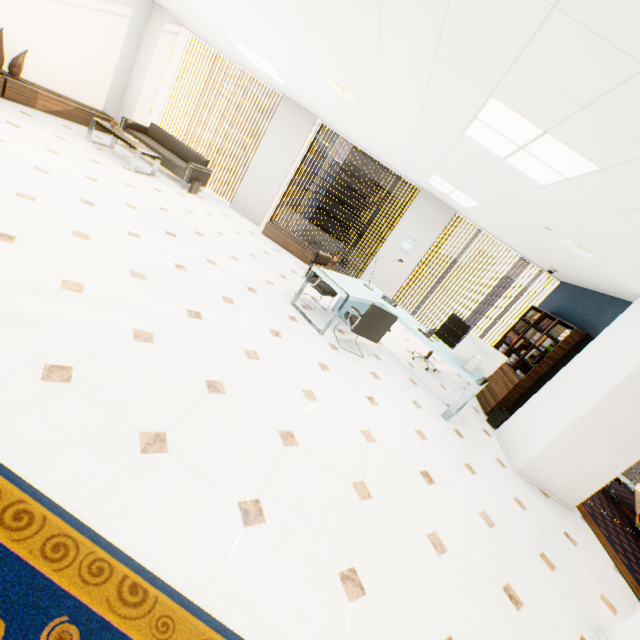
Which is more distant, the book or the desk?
the book

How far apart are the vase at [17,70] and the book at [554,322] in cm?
1059

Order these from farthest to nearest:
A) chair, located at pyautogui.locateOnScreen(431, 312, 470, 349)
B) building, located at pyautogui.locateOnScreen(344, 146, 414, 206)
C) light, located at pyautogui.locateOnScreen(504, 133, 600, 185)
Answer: building, located at pyautogui.locateOnScreen(344, 146, 414, 206) → chair, located at pyautogui.locateOnScreen(431, 312, 470, 349) → light, located at pyautogui.locateOnScreen(504, 133, 600, 185)

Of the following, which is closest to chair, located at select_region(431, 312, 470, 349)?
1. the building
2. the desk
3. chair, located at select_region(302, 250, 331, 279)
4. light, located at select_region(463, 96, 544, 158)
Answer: the desk

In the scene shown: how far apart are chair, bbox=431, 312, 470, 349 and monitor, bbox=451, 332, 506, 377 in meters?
1.2 m

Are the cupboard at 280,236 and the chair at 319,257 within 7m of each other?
yes

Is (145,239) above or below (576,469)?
below

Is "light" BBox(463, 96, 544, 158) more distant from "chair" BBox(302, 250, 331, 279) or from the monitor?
"chair" BBox(302, 250, 331, 279)
